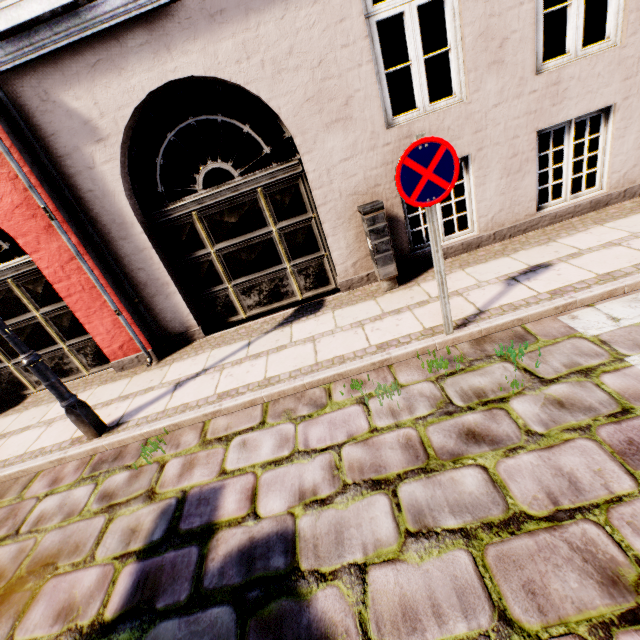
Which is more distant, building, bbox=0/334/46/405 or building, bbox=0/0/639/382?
building, bbox=0/334/46/405

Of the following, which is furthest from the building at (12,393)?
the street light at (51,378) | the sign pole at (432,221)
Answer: the sign pole at (432,221)

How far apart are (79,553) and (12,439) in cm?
302

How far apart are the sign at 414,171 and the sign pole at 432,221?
0.0m

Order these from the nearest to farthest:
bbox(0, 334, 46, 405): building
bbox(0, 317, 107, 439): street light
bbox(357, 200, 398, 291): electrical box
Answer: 1. bbox(0, 317, 107, 439): street light
2. bbox(357, 200, 398, 291): electrical box
3. bbox(0, 334, 46, 405): building

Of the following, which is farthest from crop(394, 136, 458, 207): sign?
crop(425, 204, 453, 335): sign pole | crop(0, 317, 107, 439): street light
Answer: crop(0, 317, 107, 439): street light

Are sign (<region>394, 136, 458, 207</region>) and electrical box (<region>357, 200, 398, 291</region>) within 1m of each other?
no

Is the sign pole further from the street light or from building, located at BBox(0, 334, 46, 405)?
the street light
